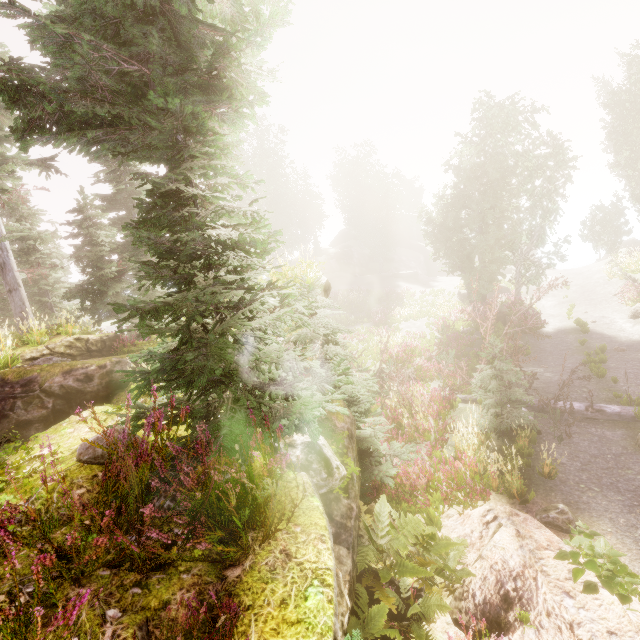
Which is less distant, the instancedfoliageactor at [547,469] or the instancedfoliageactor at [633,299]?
the instancedfoliageactor at [547,469]

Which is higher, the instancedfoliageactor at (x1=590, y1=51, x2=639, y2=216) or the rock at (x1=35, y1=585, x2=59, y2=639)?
the instancedfoliageactor at (x1=590, y1=51, x2=639, y2=216)

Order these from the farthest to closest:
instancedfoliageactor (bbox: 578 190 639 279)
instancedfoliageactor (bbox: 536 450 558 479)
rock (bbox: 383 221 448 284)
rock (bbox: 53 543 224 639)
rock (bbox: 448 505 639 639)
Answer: rock (bbox: 383 221 448 284), instancedfoliageactor (bbox: 578 190 639 279), instancedfoliageactor (bbox: 536 450 558 479), rock (bbox: 448 505 639 639), rock (bbox: 53 543 224 639)

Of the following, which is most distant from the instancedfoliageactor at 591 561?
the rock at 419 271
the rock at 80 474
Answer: the rock at 419 271

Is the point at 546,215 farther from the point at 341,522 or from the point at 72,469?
the point at 72,469

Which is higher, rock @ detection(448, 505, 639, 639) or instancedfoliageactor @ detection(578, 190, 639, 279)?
instancedfoliageactor @ detection(578, 190, 639, 279)

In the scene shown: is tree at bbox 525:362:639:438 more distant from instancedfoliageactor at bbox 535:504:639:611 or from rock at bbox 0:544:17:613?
rock at bbox 0:544:17:613

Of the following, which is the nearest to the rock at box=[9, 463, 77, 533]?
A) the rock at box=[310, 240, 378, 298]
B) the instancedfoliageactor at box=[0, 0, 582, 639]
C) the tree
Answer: the instancedfoliageactor at box=[0, 0, 582, 639]
